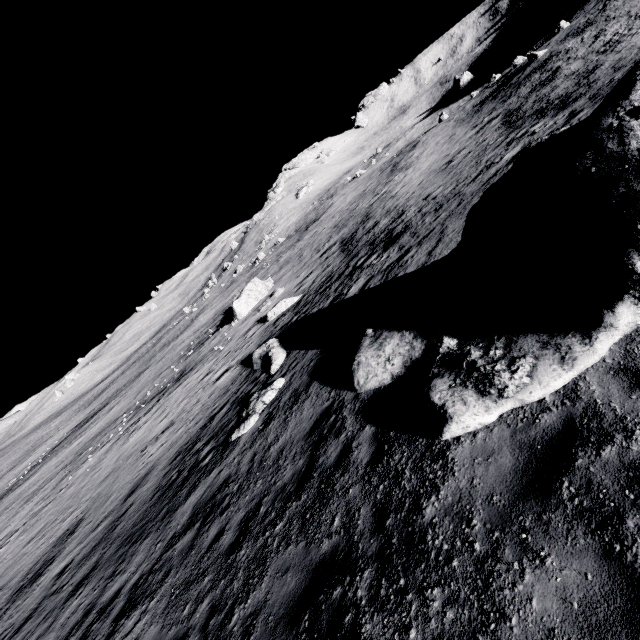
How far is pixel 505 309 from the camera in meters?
6.6 m

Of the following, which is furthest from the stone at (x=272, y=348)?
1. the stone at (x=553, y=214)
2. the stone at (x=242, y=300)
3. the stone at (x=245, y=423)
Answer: the stone at (x=242, y=300)

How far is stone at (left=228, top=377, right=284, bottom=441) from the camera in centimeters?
1195cm

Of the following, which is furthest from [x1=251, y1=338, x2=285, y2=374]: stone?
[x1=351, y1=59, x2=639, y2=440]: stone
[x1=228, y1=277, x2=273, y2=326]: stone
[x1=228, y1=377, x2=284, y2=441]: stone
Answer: [x1=228, y1=277, x2=273, y2=326]: stone

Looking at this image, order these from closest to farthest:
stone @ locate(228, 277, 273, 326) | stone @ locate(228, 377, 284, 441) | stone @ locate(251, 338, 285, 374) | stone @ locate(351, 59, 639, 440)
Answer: stone @ locate(351, 59, 639, 440) < stone @ locate(228, 377, 284, 441) < stone @ locate(251, 338, 285, 374) < stone @ locate(228, 277, 273, 326)

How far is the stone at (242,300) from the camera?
32.31m

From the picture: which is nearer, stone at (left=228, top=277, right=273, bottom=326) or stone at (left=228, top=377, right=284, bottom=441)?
stone at (left=228, top=377, right=284, bottom=441)
